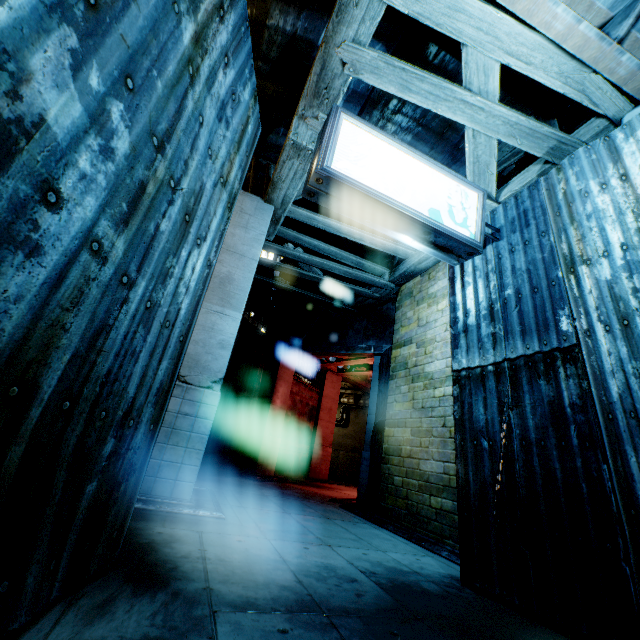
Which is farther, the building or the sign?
the sign

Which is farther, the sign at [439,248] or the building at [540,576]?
the sign at [439,248]

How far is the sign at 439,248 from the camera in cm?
402

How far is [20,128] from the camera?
1.28m

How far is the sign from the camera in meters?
4.0
